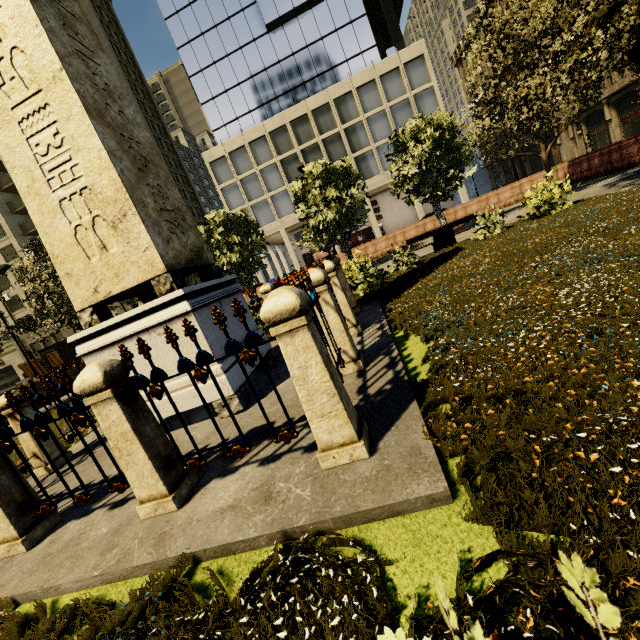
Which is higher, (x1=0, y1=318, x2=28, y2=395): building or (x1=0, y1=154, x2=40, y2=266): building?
(x1=0, y1=154, x2=40, y2=266): building

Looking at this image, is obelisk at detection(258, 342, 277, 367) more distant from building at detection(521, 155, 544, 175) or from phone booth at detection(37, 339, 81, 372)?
building at detection(521, 155, 544, 175)

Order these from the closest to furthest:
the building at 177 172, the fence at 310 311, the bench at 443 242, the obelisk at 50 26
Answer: the fence at 310 311 < the obelisk at 50 26 < the bench at 443 242 < the building at 177 172

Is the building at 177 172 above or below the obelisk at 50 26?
above

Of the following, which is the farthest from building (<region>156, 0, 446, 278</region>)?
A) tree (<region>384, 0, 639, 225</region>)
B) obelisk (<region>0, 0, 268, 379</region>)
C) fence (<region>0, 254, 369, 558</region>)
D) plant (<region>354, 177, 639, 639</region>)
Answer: obelisk (<region>0, 0, 268, 379</region>)

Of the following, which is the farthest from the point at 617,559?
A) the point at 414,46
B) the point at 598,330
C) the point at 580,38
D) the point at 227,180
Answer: the point at 414,46

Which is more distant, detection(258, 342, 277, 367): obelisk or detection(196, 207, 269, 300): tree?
detection(196, 207, 269, 300): tree

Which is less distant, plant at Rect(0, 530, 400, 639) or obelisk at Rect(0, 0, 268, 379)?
plant at Rect(0, 530, 400, 639)
